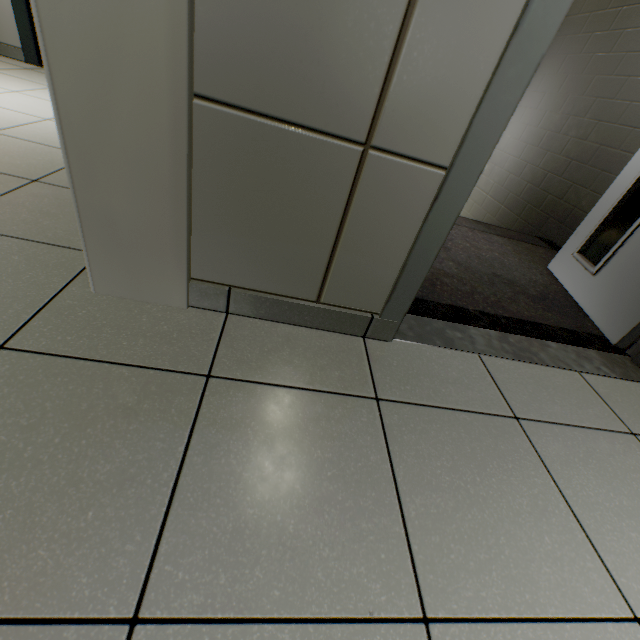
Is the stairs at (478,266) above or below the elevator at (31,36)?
below

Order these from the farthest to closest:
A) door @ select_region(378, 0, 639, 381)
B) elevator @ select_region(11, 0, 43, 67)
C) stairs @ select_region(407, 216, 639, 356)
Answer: elevator @ select_region(11, 0, 43, 67) < stairs @ select_region(407, 216, 639, 356) < door @ select_region(378, 0, 639, 381)

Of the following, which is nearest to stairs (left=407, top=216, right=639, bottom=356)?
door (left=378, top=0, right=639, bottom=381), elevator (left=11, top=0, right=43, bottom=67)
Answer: door (left=378, top=0, right=639, bottom=381)

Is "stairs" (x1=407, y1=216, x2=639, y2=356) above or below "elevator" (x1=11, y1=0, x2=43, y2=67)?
below

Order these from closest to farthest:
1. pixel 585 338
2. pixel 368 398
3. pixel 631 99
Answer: pixel 368 398 < pixel 585 338 < pixel 631 99

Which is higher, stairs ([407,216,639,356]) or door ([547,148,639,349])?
door ([547,148,639,349])

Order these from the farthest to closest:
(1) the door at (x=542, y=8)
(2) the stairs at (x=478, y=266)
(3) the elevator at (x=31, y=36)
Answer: (3) the elevator at (x=31, y=36)
(2) the stairs at (x=478, y=266)
(1) the door at (x=542, y=8)

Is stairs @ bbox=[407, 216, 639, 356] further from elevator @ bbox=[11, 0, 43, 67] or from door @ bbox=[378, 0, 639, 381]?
elevator @ bbox=[11, 0, 43, 67]
